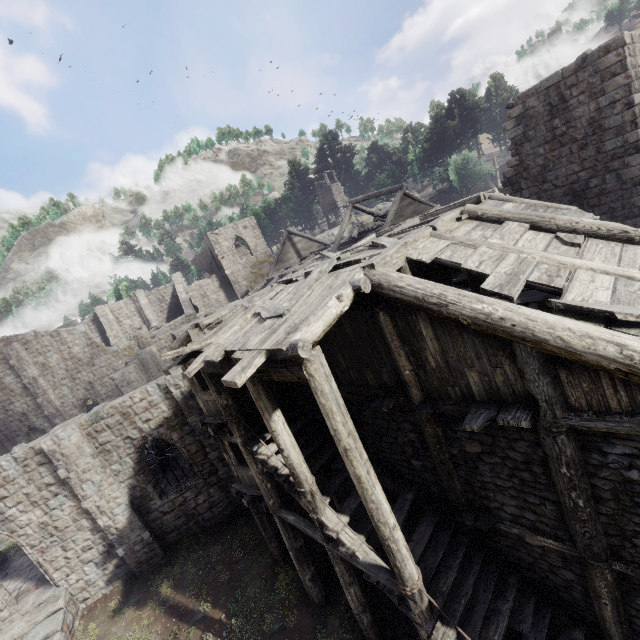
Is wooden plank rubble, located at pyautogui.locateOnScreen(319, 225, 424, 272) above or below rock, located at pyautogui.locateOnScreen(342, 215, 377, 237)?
below

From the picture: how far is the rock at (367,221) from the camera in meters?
48.2 m

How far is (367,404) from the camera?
8.2 meters

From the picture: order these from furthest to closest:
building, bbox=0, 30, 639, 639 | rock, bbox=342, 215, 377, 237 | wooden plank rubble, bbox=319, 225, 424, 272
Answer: rock, bbox=342, 215, 377, 237 < wooden plank rubble, bbox=319, 225, 424, 272 < building, bbox=0, 30, 639, 639

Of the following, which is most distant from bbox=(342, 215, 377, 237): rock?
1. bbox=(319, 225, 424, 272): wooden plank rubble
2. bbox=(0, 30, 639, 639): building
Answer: bbox=(319, 225, 424, 272): wooden plank rubble

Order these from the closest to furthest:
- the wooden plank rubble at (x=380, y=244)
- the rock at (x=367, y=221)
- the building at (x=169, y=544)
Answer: the building at (x=169, y=544) < the wooden plank rubble at (x=380, y=244) < the rock at (x=367, y=221)
